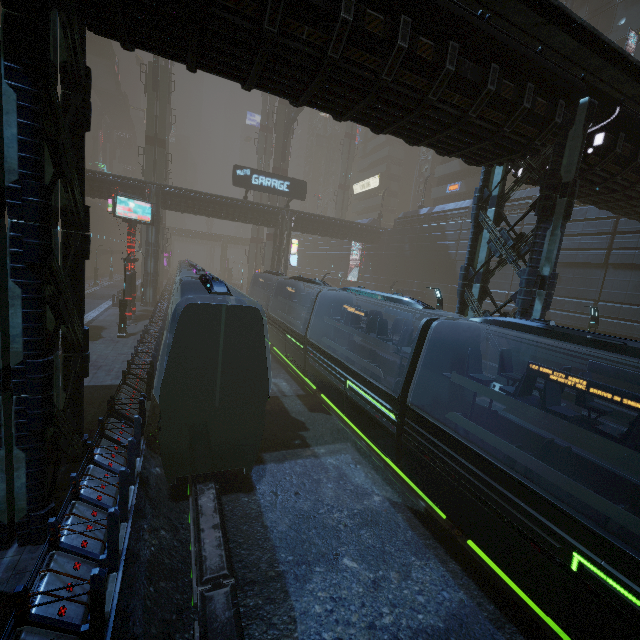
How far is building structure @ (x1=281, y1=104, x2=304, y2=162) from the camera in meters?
40.1 m

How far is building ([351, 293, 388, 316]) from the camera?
41.0 meters

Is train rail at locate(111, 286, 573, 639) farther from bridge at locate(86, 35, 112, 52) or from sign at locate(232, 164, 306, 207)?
bridge at locate(86, 35, 112, 52)

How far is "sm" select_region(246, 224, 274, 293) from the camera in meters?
46.0 m

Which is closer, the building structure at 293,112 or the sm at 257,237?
the building structure at 293,112

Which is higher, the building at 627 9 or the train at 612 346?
the building at 627 9

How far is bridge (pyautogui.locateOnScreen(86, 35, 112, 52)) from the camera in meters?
56.4 m

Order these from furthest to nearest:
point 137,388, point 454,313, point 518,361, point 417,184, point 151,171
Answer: point 417,184 < point 151,171 < point 454,313 < point 137,388 < point 518,361
